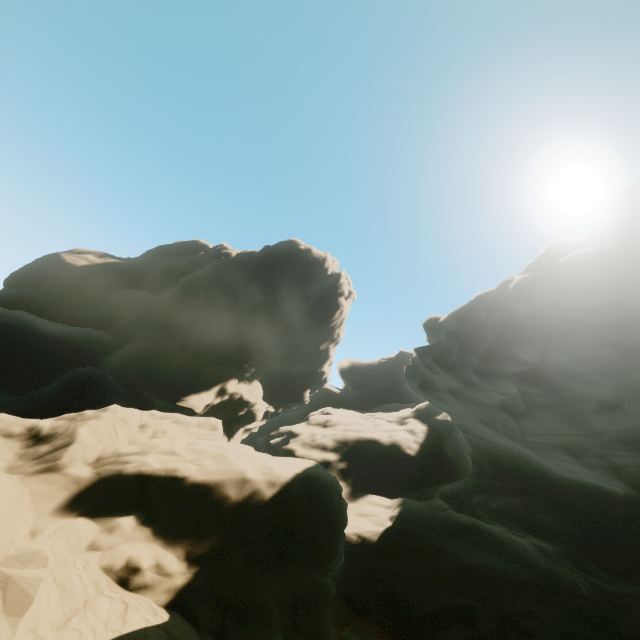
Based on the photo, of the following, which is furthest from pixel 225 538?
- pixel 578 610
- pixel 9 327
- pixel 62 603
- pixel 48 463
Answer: pixel 9 327
